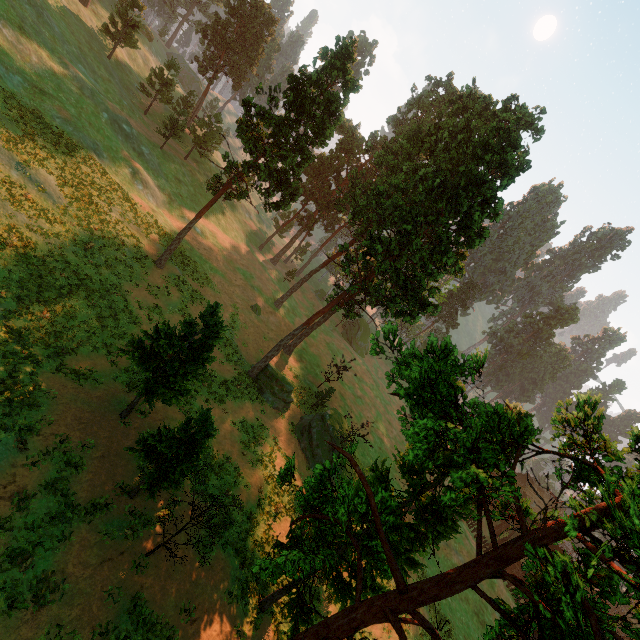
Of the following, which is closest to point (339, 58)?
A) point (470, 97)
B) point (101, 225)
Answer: point (470, 97)

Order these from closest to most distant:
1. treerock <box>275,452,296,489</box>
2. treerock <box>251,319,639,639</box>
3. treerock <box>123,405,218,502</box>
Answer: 1. treerock <box>251,319,639,639</box>
2. treerock <box>275,452,296,489</box>
3. treerock <box>123,405,218,502</box>

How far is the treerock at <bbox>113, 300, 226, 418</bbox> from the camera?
16.05m

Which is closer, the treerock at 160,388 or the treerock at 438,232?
the treerock at 160,388

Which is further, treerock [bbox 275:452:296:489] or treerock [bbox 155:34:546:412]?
treerock [bbox 155:34:546:412]

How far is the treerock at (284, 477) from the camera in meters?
9.3 m
